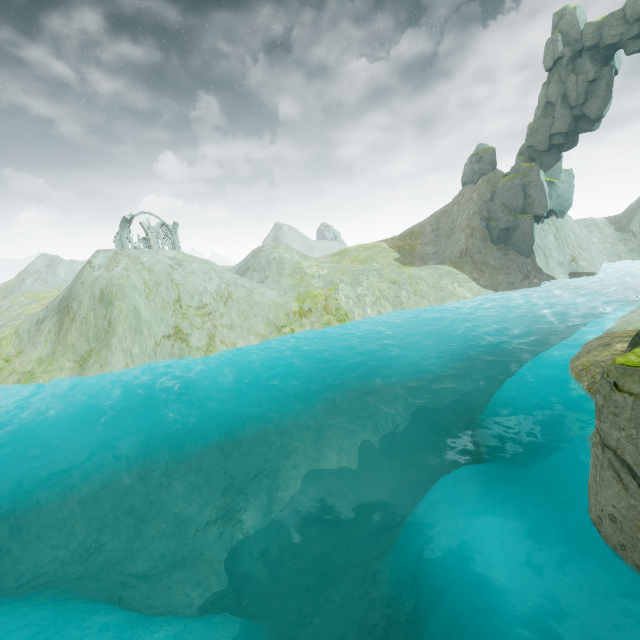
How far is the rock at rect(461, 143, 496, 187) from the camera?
45.6 meters

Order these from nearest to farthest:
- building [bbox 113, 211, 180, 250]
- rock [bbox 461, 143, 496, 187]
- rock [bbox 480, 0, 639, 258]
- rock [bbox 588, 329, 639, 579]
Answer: rock [bbox 588, 329, 639, 579] → rock [bbox 480, 0, 639, 258] → rock [bbox 461, 143, 496, 187] → building [bbox 113, 211, 180, 250]

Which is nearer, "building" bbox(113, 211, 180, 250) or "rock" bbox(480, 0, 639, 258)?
"rock" bbox(480, 0, 639, 258)

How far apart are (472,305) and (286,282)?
19.96m

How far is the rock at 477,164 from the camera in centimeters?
4559cm

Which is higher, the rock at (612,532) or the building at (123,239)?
the building at (123,239)

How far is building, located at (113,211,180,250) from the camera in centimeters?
4959cm
